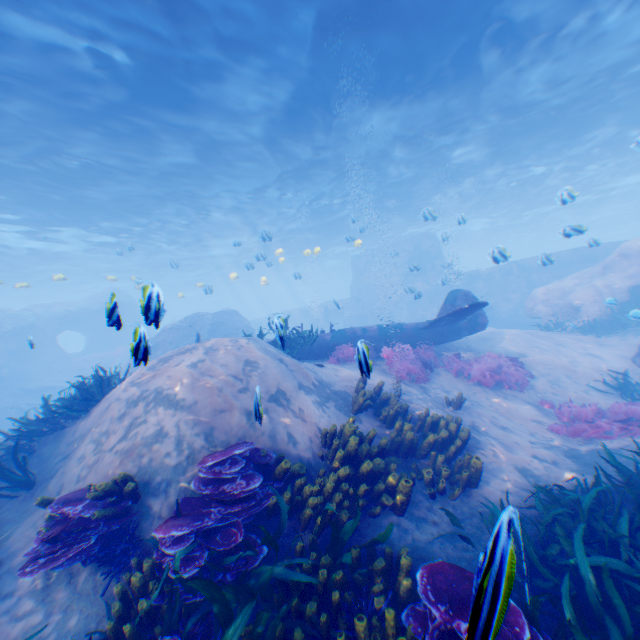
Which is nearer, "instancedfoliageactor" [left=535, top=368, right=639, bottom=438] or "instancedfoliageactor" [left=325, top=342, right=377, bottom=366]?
"instancedfoliageactor" [left=325, top=342, right=377, bottom=366]

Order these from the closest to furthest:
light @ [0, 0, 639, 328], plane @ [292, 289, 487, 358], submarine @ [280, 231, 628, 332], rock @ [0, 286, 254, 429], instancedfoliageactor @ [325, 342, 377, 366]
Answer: instancedfoliageactor @ [325, 342, 377, 366]
light @ [0, 0, 639, 328]
plane @ [292, 289, 487, 358]
rock @ [0, 286, 254, 429]
submarine @ [280, 231, 628, 332]

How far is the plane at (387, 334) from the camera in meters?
11.0

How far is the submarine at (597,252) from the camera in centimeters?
2389cm

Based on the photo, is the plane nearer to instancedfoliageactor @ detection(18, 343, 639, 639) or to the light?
instancedfoliageactor @ detection(18, 343, 639, 639)

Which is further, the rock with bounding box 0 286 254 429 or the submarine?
the submarine

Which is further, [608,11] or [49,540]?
[608,11]
